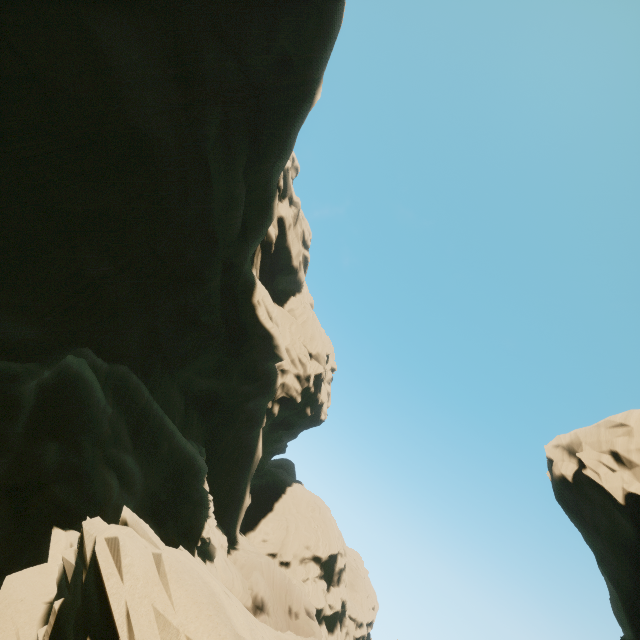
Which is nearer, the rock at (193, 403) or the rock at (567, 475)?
the rock at (193, 403)

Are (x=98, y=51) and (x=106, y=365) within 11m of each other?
no

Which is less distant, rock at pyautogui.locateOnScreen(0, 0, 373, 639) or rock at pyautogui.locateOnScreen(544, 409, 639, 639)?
rock at pyautogui.locateOnScreen(0, 0, 373, 639)
